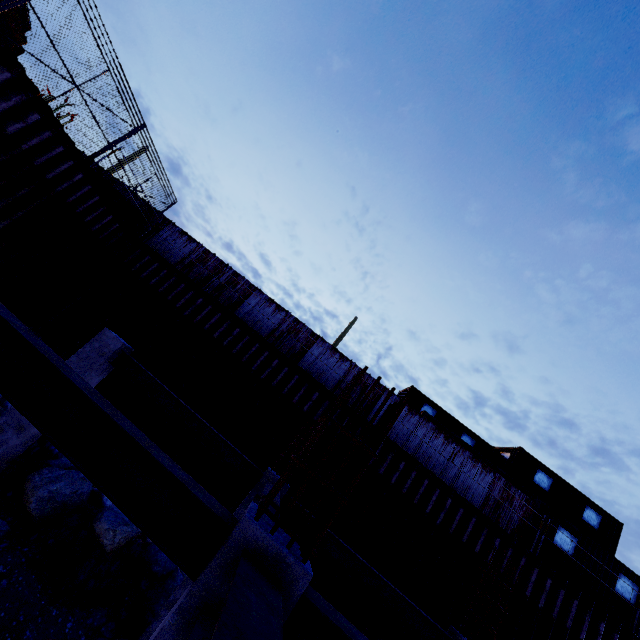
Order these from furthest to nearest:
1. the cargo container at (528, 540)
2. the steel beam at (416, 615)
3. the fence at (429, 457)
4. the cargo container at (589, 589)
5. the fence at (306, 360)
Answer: the fence at (306, 360) → the fence at (429, 457) → the cargo container at (528, 540) → the cargo container at (589, 589) → the steel beam at (416, 615)

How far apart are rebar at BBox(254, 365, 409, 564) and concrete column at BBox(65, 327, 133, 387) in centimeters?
630cm

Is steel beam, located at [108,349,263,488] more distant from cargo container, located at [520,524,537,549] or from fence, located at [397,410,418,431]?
cargo container, located at [520,524,537,549]

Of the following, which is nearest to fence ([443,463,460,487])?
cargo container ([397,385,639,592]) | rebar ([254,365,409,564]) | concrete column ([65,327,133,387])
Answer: cargo container ([397,385,639,592])

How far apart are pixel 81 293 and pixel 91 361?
7.1 meters

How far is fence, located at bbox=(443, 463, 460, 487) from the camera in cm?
1391

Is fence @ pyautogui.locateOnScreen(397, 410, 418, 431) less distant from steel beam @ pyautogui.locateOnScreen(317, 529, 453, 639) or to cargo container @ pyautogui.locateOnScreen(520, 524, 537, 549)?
cargo container @ pyautogui.locateOnScreen(520, 524, 537, 549)

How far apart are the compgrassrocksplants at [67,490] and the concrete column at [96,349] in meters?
0.5 m
